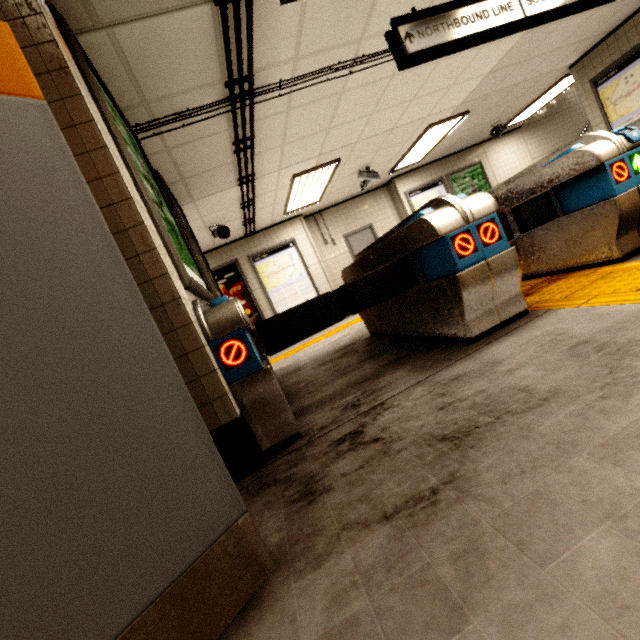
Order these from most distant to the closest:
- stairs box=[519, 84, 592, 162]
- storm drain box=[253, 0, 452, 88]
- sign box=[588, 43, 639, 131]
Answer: stairs box=[519, 84, 592, 162] < sign box=[588, 43, 639, 131] < storm drain box=[253, 0, 452, 88]

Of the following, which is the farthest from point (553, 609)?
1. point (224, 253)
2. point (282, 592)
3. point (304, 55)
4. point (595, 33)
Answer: point (595, 33)

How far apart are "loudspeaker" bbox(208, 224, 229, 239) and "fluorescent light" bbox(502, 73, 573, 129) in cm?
808

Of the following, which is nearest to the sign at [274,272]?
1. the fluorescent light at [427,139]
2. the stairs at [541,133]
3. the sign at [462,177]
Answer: the fluorescent light at [427,139]

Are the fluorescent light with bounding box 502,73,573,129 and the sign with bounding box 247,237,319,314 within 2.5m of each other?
no

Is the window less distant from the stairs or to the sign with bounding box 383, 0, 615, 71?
the sign with bounding box 383, 0, 615, 71

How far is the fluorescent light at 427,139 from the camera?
6.5 meters

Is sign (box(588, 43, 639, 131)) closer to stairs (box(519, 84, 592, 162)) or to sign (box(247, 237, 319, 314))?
stairs (box(519, 84, 592, 162))
